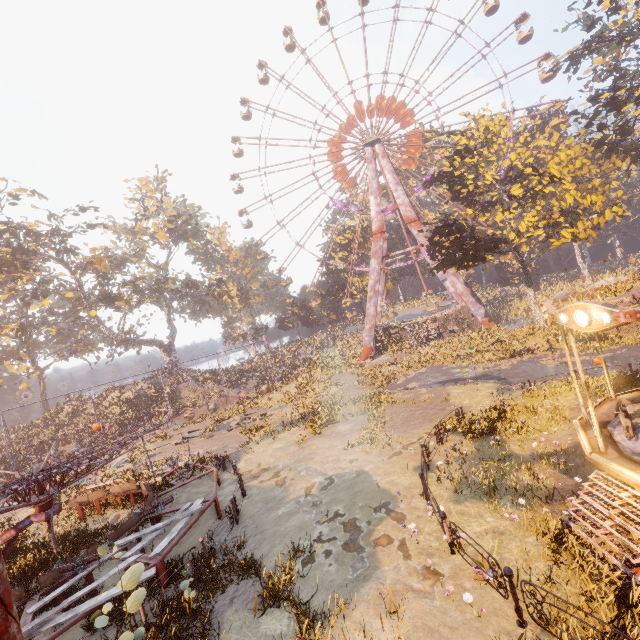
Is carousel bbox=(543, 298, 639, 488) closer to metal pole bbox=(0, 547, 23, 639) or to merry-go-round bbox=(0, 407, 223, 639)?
metal pole bbox=(0, 547, 23, 639)

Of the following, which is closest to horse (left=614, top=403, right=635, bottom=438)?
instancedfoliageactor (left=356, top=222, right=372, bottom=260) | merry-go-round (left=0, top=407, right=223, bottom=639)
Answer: merry-go-round (left=0, top=407, right=223, bottom=639)

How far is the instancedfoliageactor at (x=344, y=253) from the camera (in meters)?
53.21

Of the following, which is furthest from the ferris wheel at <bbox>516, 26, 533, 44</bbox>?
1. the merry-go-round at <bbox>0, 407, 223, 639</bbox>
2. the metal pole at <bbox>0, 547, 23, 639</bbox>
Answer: the metal pole at <bbox>0, 547, 23, 639</bbox>

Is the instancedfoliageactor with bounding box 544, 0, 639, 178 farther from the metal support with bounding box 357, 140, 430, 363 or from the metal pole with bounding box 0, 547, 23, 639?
the metal support with bounding box 357, 140, 430, 363

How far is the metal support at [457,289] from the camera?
36.66m

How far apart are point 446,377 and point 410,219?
22.1 meters

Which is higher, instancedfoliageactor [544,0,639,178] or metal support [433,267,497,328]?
instancedfoliageactor [544,0,639,178]
